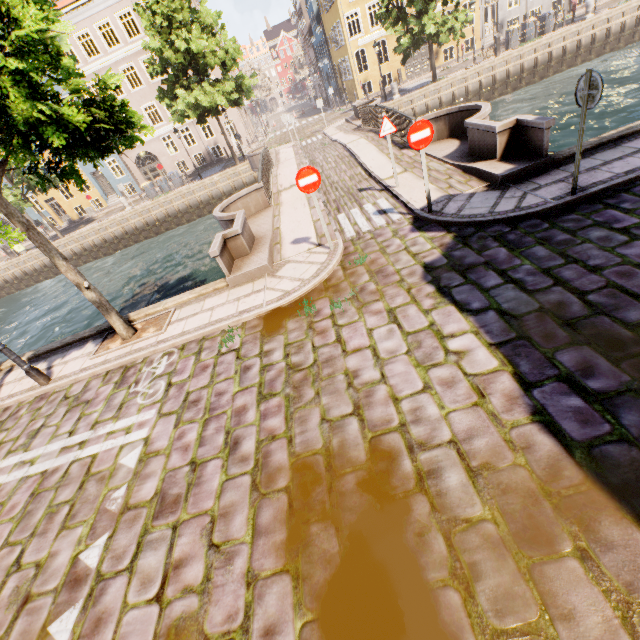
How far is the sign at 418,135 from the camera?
6.4 meters

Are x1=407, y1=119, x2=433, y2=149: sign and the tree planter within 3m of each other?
no

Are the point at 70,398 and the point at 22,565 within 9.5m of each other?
yes

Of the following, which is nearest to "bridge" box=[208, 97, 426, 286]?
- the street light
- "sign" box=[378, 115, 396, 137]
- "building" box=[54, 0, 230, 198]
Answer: "sign" box=[378, 115, 396, 137]

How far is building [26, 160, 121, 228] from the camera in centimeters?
3250cm

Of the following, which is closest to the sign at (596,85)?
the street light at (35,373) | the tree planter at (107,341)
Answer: the tree planter at (107,341)

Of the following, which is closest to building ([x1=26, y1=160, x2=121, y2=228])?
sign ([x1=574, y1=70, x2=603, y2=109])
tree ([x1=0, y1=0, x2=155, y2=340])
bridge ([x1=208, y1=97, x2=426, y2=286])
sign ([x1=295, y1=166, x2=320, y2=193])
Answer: tree ([x1=0, y1=0, x2=155, y2=340])

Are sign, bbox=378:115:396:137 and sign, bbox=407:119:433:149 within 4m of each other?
yes
